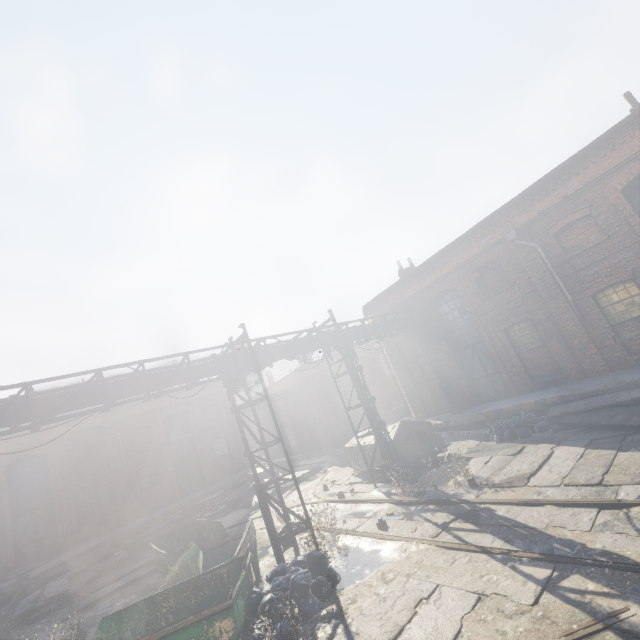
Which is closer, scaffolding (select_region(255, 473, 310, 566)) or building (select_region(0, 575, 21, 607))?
scaffolding (select_region(255, 473, 310, 566))

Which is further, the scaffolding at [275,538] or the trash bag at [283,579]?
the scaffolding at [275,538]

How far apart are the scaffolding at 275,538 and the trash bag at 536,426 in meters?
7.6 m

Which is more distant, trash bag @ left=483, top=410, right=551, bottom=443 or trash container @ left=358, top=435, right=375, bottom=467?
trash container @ left=358, top=435, right=375, bottom=467

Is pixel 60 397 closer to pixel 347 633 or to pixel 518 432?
pixel 347 633

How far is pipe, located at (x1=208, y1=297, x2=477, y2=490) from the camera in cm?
991

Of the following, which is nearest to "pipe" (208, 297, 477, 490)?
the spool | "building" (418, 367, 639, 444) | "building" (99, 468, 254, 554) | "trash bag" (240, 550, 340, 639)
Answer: "building" (418, 367, 639, 444)

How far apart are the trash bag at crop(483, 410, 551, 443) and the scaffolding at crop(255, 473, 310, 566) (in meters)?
7.60
